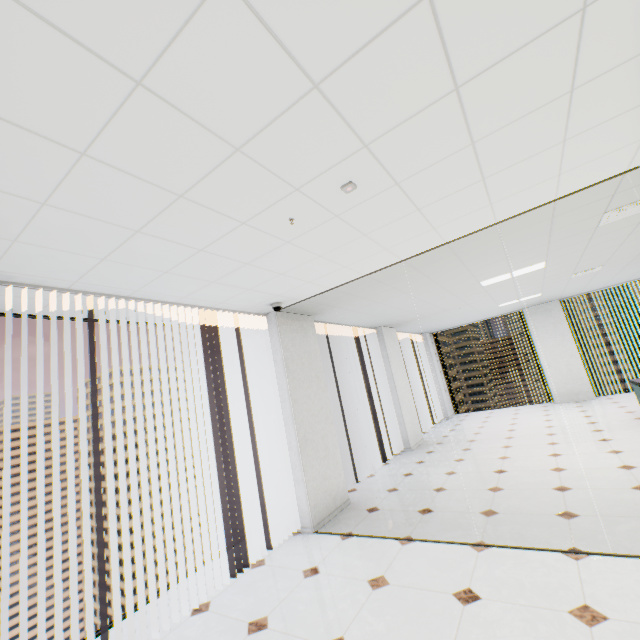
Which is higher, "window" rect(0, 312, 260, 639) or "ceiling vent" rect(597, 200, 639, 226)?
"ceiling vent" rect(597, 200, 639, 226)

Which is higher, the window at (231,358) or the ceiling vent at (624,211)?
the ceiling vent at (624,211)

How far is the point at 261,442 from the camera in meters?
4.7
